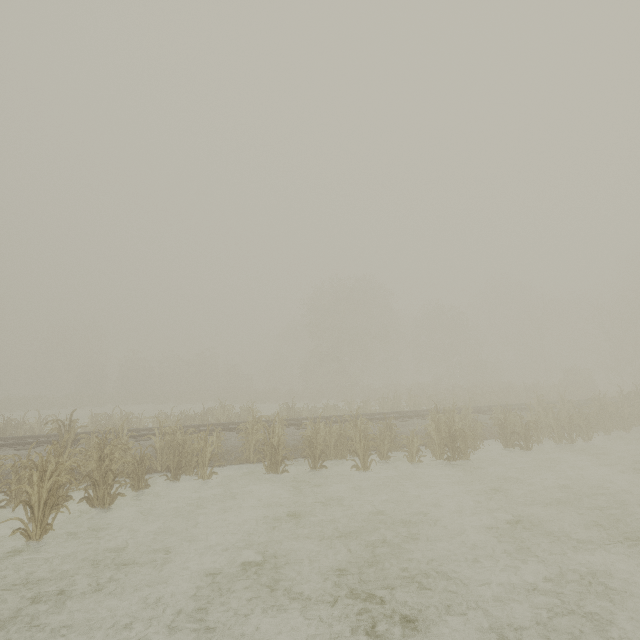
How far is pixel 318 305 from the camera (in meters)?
37.81
